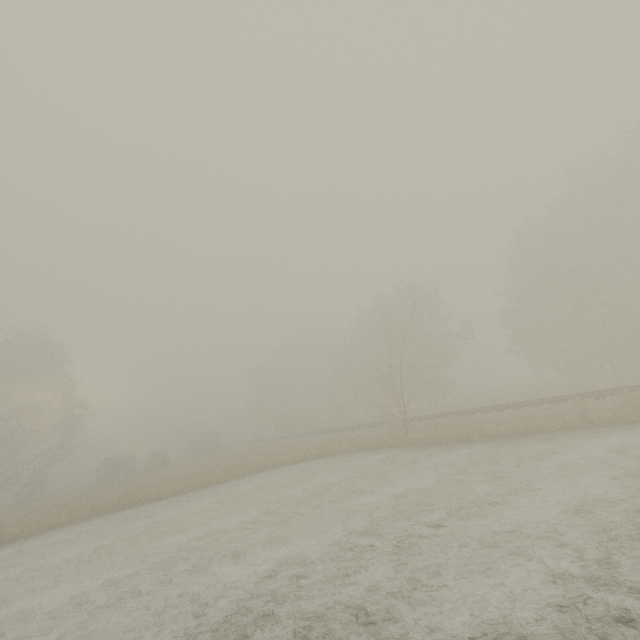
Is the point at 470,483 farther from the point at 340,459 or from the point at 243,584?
the point at 340,459
